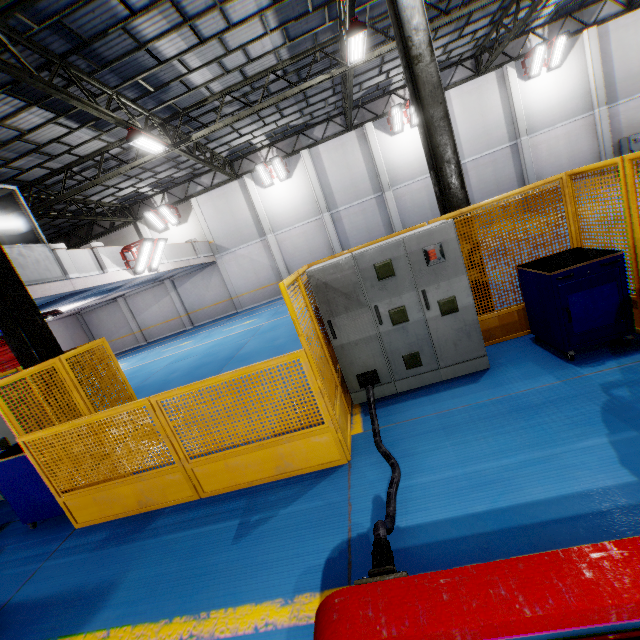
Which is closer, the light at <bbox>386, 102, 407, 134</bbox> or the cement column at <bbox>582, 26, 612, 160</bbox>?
the cement column at <bbox>582, 26, 612, 160</bbox>

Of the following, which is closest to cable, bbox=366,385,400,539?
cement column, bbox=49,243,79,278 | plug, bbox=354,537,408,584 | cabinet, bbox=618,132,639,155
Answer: plug, bbox=354,537,408,584

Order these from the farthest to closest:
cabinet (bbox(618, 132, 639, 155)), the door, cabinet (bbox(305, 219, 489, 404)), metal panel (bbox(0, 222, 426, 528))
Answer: the door → cabinet (bbox(618, 132, 639, 155)) → cabinet (bbox(305, 219, 489, 404)) → metal panel (bbox(0, 222, 426, 528))

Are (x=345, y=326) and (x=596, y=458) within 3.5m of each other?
yes

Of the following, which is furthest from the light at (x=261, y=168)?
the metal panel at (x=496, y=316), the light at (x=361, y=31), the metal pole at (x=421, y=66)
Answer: the metal panel at (x=496, y=316)

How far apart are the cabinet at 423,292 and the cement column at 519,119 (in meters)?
18.66

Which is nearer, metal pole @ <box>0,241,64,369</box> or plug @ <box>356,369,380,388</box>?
plug @ <box>356,369,380,388</box>

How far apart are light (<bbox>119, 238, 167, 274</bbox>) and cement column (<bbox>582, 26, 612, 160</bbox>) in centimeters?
2390cm
